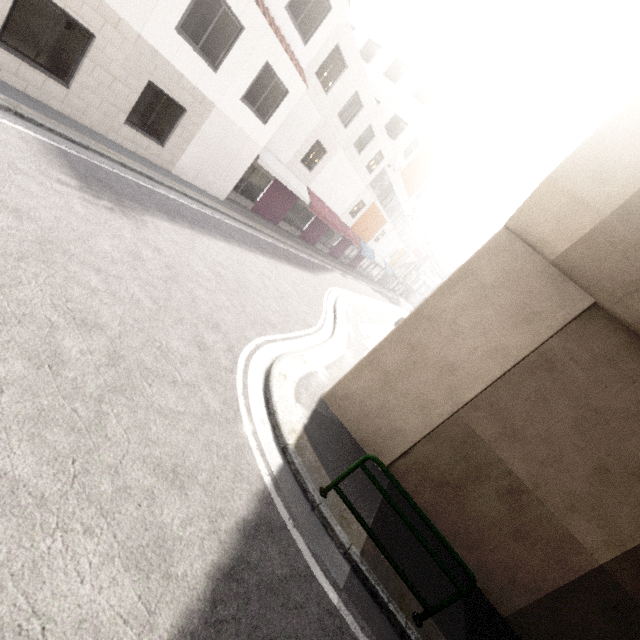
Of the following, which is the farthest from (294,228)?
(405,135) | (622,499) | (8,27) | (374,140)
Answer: (622,499)

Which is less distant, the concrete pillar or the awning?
the concrete pillar

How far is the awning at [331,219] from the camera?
15.5 meters

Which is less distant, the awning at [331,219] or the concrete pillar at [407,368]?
the concrete pillar at [407,368]

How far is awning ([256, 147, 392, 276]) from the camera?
15.50m
